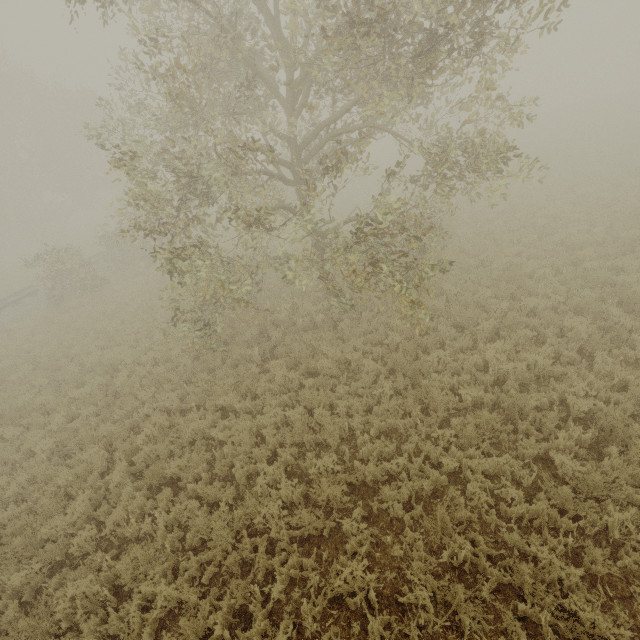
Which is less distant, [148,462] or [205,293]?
[148,462]
